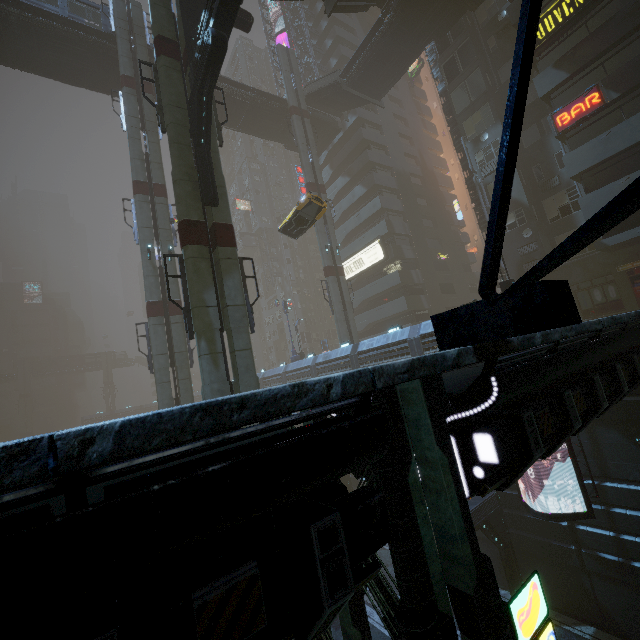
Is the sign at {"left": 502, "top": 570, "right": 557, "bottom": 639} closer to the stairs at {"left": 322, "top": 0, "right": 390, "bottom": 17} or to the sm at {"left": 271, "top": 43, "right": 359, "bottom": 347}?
the stairs at {"left": 322, "top": 0, "right": 390, "bottom": 17}

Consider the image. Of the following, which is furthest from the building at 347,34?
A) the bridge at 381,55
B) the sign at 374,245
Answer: the bridge at 381,55

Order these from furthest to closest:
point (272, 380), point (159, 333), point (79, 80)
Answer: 1. point (272, 380)
2. point (79, 80)
3. point (159, 333)

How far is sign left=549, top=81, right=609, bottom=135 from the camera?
18.9m

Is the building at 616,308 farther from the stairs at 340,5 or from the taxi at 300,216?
the taxi at 300,216

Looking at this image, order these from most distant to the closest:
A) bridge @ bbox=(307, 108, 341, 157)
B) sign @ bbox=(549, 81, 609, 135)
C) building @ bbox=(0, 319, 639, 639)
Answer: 1. bridge @ bbox=(307, 108, 341, 157)
2. sign @ bbox=(549, 81, 609, 135)
3. building @ bbox=(0, 319, 639, 639)

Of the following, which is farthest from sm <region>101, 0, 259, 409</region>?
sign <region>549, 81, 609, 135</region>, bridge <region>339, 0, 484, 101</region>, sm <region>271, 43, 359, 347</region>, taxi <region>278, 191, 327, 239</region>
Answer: sign <region>549, 81, 609, 135</region>

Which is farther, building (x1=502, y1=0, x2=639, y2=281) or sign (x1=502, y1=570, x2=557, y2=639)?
building (x1=502, y1=0, x2=639, y2=281)
